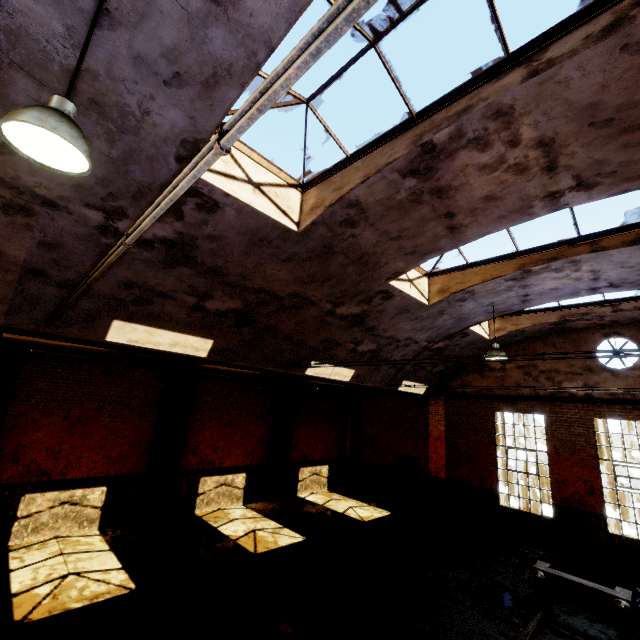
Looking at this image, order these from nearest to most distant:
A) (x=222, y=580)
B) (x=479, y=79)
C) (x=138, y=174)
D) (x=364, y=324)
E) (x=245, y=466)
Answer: (x=479, y=79)
(x=138, y=174)
(x=222, y=580)
(x=364, y=324)
(x=245, y=466)

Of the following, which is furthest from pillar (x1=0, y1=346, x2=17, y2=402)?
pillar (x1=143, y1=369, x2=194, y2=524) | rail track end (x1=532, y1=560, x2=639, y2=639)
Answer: rail track end (x1=532, y1=560, x2=639, y2=639)

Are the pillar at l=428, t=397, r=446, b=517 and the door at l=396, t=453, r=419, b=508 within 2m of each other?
yes

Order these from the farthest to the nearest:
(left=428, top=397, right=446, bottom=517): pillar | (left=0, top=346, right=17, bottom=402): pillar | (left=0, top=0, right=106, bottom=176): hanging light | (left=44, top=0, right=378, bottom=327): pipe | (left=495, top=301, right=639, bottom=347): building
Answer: (left=428, top=397, right=446, bottom=517): pillar → (left=495, top=301, right=639, bottom=347): building → (left=0, top=346, right=17, bottom=402): pillar → (left=0, top=0, right=106, bottom=176): hanging light → (left=44, top=0, right=378, bottom=327): pipe

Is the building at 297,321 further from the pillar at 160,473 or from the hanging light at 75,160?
the pillar at 160,473

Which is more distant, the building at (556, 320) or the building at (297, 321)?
the building at (556, 320)

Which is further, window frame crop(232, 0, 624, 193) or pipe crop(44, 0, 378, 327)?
window frame crop(232, 0, 624, 193)

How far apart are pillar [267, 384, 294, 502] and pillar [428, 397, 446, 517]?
6.36m
